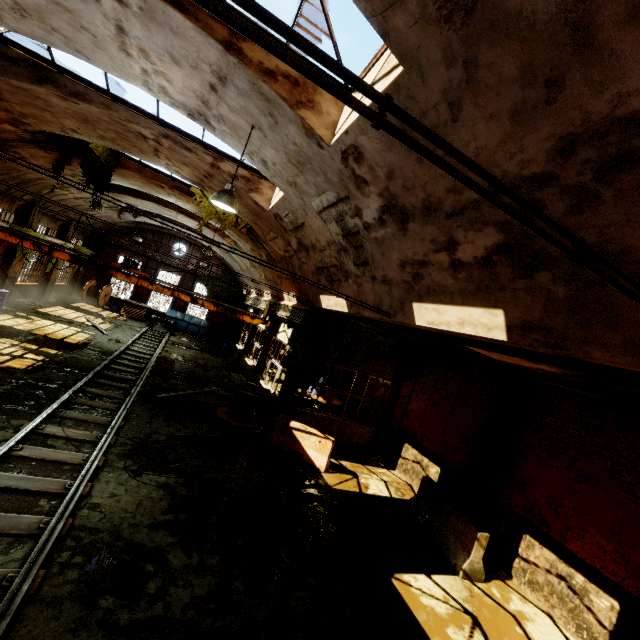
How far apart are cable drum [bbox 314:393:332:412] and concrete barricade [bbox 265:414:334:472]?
3.5 meters

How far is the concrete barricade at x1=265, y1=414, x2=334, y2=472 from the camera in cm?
1040

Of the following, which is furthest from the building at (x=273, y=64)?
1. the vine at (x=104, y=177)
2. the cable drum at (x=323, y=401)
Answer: the cable drum at (x=323, y=401)

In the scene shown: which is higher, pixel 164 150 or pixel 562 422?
pixel 164 150

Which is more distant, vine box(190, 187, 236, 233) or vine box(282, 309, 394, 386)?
vine box(190, 187, 236, 233)

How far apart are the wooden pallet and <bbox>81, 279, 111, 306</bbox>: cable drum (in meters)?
1.81

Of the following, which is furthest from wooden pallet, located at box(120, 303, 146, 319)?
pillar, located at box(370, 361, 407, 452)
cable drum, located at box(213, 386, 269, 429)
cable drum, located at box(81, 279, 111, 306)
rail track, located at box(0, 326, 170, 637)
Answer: pillar, located at box(370, 361, 407, 452)

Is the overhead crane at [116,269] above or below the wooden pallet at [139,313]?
above
